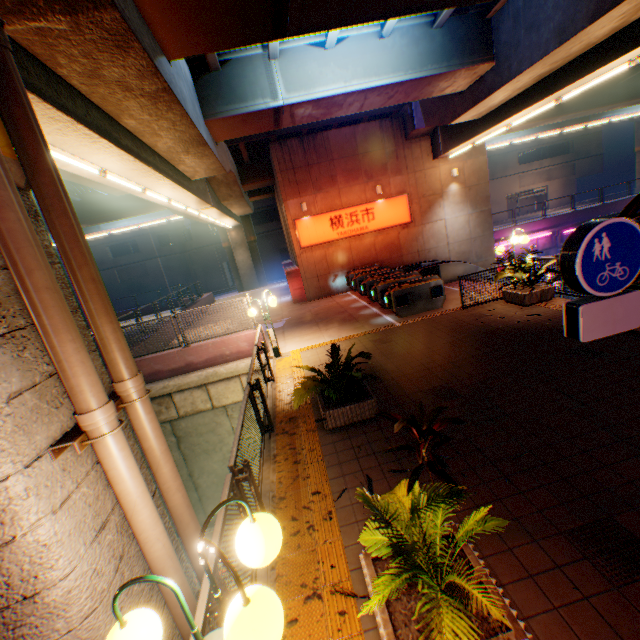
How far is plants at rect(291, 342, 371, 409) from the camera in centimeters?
592cm

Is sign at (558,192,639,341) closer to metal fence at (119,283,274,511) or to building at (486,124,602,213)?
metal fence at (119,283,274,511)

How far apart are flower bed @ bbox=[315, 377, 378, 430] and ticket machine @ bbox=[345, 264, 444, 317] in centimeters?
697cm

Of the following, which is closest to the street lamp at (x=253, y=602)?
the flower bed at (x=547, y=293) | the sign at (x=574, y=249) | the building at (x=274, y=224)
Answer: the sign at (x=574, y=249)

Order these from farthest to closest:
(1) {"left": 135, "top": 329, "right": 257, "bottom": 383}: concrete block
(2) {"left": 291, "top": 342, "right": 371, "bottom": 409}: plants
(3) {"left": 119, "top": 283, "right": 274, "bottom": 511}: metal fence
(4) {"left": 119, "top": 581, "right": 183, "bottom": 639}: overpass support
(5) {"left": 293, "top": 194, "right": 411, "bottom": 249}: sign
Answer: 1. (5) {"left": 293, "top": 194, "right": 411, "bottom": 249}: sign
2. (1) {"left": 135, "top": 329, "right": 257, "bottom": 383}: concrete block
3. (2) {"left": 291, "top": 342, "right": 371, "bottom": 409}: plants
4. (3) {"left": 119, "top": 283, "right": 274, "bottom": 511}: metal fence
5. (4) {"left": 119, "top": 581, "right": 183, "bottom": 639}: overpass support

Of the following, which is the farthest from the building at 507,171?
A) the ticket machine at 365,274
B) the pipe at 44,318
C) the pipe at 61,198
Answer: the pipe at 44,318

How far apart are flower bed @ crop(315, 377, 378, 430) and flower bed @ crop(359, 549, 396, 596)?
2.7 meters

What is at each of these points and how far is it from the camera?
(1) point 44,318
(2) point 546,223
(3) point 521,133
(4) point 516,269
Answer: (1) pipe, 2.0m
(2) concrete block, 24.7m
(3) overpass support, 27.6m
(4) plants, 10.2m
